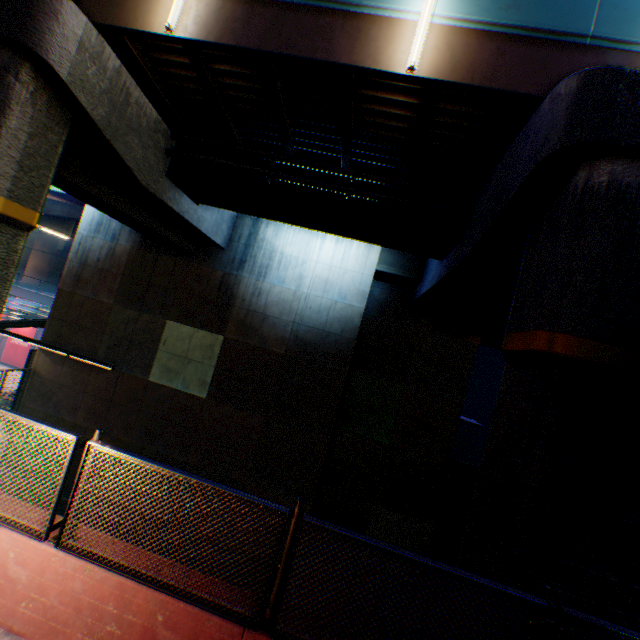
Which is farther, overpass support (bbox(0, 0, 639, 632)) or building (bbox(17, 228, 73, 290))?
building (bbox(17, 228, 73, 290))

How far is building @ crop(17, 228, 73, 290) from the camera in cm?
5341

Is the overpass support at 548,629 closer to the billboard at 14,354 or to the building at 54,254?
the billboard at 14,354

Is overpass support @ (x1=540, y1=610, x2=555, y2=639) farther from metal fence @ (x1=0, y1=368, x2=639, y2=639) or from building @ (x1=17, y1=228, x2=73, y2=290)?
building @ (x1=17, y1=228, x2=73, y2=290)

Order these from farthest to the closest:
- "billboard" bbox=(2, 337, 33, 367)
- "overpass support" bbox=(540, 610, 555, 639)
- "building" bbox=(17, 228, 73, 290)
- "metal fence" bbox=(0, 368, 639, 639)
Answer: "building" bbox=(17, 228, 73, 290)
"billboard" bbox=(2, 337, 33, 367)
"overpass support" bbox=(540, 610, 555, 639)
"metal fence" bbox=(0, 368, 639, 639)

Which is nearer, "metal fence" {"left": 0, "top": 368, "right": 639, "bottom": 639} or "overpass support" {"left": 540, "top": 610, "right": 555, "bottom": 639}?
"metal fence" {"left": 0, "top": 368, "right": 639, "bottom": 639}

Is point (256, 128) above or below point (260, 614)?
above

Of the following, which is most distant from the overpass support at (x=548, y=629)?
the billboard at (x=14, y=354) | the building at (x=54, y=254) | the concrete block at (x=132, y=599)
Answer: the building at (x=54, y=254)
